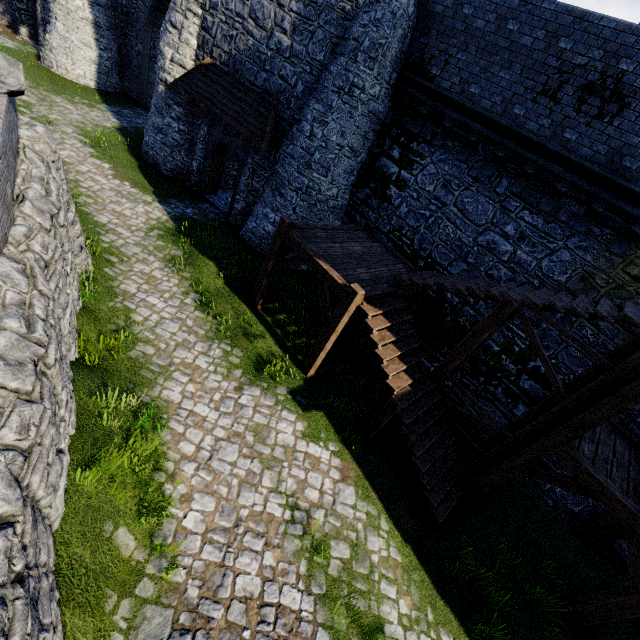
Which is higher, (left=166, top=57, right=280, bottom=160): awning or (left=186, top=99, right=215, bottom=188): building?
(left=166, top=57, right=280, bottom=160): awning

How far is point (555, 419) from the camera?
6.8 meters

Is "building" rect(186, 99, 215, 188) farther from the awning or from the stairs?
the stairs

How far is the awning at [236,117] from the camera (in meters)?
11.99

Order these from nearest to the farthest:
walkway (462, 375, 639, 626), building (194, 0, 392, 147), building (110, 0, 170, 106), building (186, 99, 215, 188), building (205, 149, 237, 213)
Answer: walkway (462, 375, 639, 626) → building (194, 0, 392, 147) → building (186, 99, 215, 188) → building (205, 149, 237, 213) → building (110, 0, 170, 106)

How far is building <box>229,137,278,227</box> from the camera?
13.16m

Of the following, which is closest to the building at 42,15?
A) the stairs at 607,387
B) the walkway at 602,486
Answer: the stairs at 607,387
